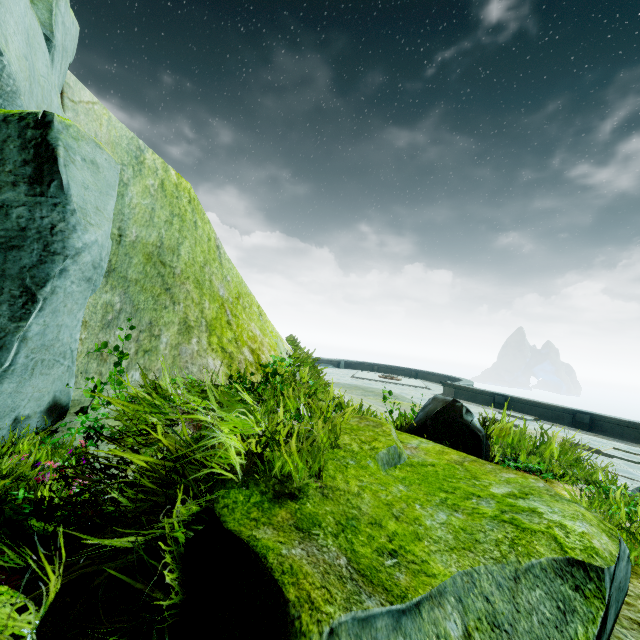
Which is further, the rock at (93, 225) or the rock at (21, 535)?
the rock at (93, 225)

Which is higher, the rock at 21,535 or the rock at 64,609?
the rock at 21,535

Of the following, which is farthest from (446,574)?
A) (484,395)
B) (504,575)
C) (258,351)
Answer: (484,395)

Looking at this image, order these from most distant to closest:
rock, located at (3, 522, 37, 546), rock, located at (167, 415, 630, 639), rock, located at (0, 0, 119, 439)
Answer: rock, located at (0, 0, 119, 439) < rock, located at (3, 522, 37, 546) < rock, located at (167, 415, 630, 639)

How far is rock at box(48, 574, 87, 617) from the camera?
1.4m

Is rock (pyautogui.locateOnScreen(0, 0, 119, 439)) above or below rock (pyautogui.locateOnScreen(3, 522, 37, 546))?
above

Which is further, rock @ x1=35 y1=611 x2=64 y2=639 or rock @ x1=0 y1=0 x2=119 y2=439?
rock @ x1=0 y1=0 x2=119 y2=439
